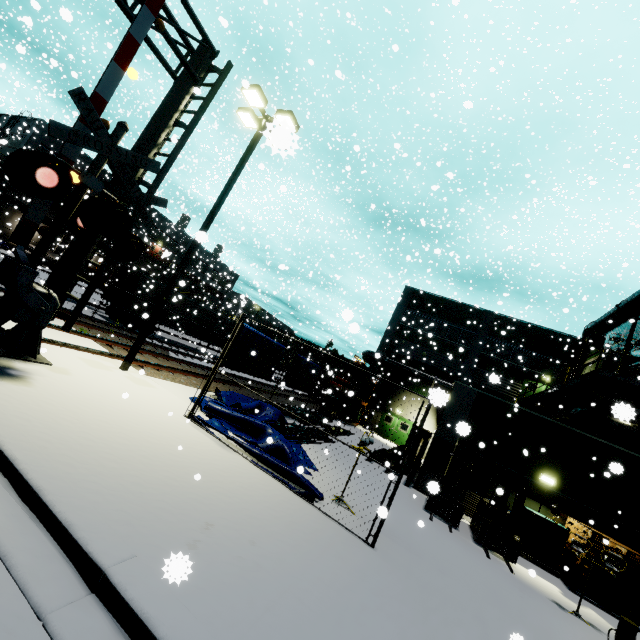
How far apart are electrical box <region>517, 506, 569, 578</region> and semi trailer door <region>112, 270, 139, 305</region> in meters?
24.7

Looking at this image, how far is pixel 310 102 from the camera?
21.5 meters

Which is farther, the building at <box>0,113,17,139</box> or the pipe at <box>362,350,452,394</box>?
the building at <box>0,113,17,139</box>

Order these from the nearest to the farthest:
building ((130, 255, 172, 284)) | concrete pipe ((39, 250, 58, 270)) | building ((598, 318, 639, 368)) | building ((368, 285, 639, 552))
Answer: building ((368, 285, 639, 552)) → building ((598, 318, 639, 368)) → concrete pipe ((39, 250, 58, 270)) → building ((130, 255, 172, 284))

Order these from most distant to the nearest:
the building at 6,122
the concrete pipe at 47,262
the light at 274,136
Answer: the building at 6,122 → the concrete pipe at 47,262 → the light at 274,136

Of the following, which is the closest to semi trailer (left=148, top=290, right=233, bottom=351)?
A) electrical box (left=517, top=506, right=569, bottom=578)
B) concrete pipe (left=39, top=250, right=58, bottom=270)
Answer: concrete pipe (left=39, top=250, right=58, bottom=270)

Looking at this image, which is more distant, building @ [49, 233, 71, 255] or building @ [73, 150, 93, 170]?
building @ [73, 150, 93, 170]

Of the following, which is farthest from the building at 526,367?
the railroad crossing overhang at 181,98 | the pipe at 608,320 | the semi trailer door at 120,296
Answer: the semi trailer door at 120,296
